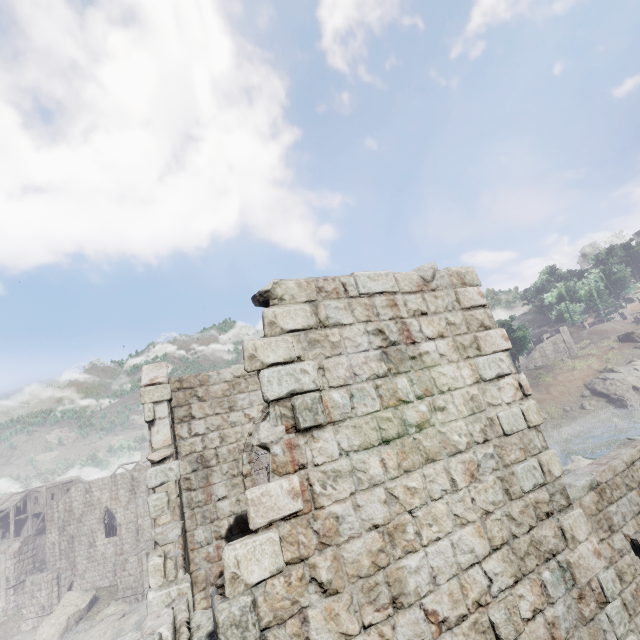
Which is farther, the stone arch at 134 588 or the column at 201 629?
the stone arch at 134 588

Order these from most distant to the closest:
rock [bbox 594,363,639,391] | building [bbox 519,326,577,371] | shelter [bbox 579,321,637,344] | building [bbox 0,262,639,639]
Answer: shelter [bbox 579,321,637,344] → building [bbox 519,326,577,371] → rock [bbox 594,363,639,391] → building [bbox 0,262,639,639]

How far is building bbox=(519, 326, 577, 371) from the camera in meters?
54.5

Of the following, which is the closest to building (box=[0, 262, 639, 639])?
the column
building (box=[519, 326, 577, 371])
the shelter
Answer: the column

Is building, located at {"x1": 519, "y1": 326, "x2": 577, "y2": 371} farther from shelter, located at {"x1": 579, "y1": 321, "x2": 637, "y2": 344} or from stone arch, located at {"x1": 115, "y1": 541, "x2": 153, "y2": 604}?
stone arch, located at {"x1": 115, "y1": 541, "x2": 153, "y2": 604}

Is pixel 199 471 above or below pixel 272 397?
below

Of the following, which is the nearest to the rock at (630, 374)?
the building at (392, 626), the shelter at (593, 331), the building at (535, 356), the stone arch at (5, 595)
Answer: the building at (535, 356)

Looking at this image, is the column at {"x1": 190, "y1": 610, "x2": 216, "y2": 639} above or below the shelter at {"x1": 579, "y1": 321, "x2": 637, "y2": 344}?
below
